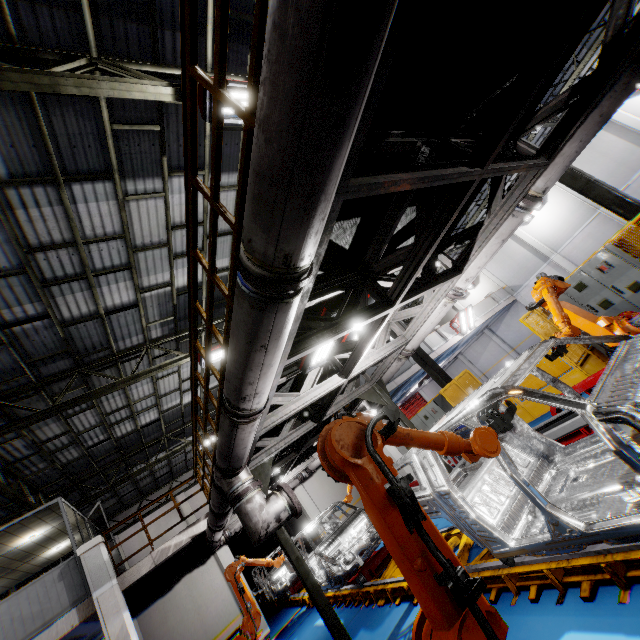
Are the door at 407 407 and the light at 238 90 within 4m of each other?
no

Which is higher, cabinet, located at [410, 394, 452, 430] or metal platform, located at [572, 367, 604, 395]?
cabinet, located at [410, 394, 452, 430]

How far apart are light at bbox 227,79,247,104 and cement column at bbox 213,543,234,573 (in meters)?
14.70

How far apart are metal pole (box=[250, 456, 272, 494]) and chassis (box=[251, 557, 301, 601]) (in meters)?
9.38

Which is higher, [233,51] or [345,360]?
[233,51]

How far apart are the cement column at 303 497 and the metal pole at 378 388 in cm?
912

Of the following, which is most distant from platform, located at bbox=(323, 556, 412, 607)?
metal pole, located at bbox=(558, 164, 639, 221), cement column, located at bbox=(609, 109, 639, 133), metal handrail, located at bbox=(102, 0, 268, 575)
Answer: cement column, located at bbox=(609, 109, 639, 133)

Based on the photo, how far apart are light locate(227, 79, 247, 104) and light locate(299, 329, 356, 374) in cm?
357
